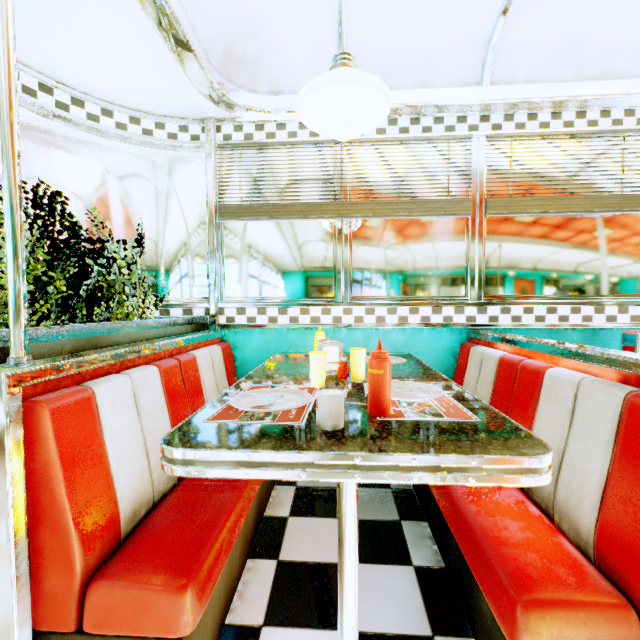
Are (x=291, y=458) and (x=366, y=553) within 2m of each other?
yes

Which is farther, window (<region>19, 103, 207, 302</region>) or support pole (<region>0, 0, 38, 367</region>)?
window (<region>19, 103, 207, 302</region>)

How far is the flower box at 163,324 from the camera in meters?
1.1 m

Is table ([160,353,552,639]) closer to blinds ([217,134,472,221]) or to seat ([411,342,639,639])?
seat ([411,342,639,639])

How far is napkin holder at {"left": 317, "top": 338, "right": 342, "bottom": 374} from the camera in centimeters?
162cm

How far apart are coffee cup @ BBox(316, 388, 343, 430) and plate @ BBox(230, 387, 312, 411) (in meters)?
0.17

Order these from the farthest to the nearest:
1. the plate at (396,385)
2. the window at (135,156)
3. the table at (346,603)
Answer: the window at (135,156) → the plate at (396,385) → the table at (346,603)

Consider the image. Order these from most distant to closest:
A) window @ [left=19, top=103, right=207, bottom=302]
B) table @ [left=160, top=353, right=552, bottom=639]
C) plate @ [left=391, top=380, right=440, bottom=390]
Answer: window @ [left=19, top=103, right=207, bottom=302]
plate @ [left=391, top=380, right=440, bottom=390]
table @ [left=160, top=353, right=552, bottom=639]
